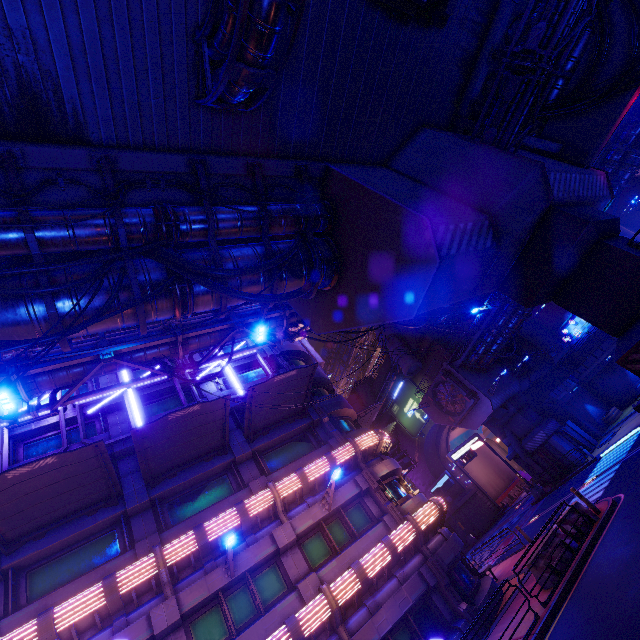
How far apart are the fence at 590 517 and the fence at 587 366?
25.9m

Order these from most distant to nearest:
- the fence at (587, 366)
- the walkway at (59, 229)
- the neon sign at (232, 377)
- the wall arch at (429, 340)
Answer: the wall arch at (429, 340)
the fence at (587, 366)
the neon sign at (232, 377)
the walkway at (59, 229)

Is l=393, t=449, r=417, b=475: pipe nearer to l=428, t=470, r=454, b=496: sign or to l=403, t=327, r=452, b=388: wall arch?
l=403, t=327, r=452, b=388: wall arch

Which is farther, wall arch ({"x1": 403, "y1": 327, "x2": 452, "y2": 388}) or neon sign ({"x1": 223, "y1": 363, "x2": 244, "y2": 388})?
wall arch ({"x1": 403, "y1": 327, "x2": 452, "y2": 388})

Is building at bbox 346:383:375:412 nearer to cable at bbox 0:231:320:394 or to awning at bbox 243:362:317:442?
awning at bbox 243:362:317:442

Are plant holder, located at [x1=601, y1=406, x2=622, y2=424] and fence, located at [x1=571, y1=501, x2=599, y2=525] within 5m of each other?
no

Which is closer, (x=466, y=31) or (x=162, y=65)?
(x=162, y=65)

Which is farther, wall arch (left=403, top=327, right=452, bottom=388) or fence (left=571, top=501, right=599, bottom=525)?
wall arch (left=403, top=327, right=452, bottom=388)
